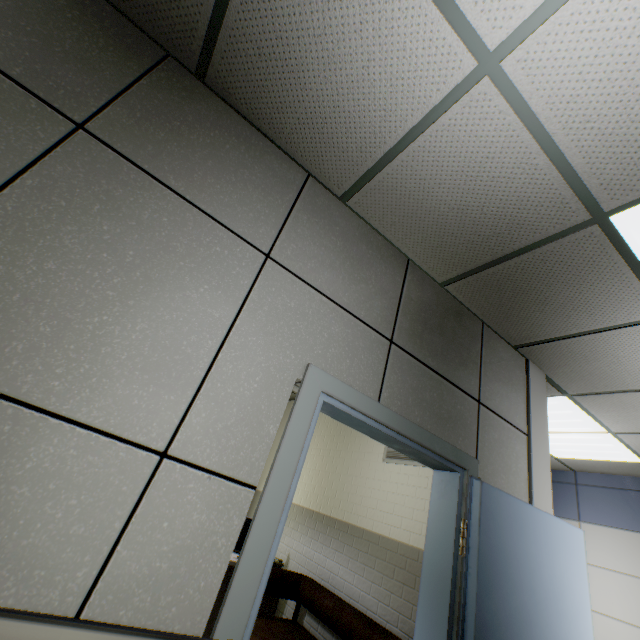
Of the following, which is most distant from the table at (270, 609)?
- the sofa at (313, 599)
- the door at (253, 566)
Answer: the door at (253, 566)

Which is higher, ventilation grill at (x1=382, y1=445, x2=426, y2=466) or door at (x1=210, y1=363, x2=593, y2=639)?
ventilation grill at (x1=382, y1=445, x2=426, y2=466)

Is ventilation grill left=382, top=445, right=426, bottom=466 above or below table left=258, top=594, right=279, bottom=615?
above

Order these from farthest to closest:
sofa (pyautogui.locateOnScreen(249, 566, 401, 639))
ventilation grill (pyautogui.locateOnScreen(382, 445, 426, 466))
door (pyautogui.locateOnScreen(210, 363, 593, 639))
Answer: ventilation grill (pyautogui.locateOnScreen(382, 445, 426, 466)) < sofa (pyautogui.locateOnScreen(249, 566, 401, 639)) < door (pyautogui.locateOnScreen(210, 363, 593, 639))

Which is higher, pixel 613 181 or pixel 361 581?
pixel 613 181

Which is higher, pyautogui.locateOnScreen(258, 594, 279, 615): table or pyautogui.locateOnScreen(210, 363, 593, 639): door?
pyautogui.locateOnScreen(210, 363, 593, 639): door

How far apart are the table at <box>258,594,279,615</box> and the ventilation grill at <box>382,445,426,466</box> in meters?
1.9 m

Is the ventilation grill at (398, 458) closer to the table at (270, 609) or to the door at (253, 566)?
the door at (253, 566)
